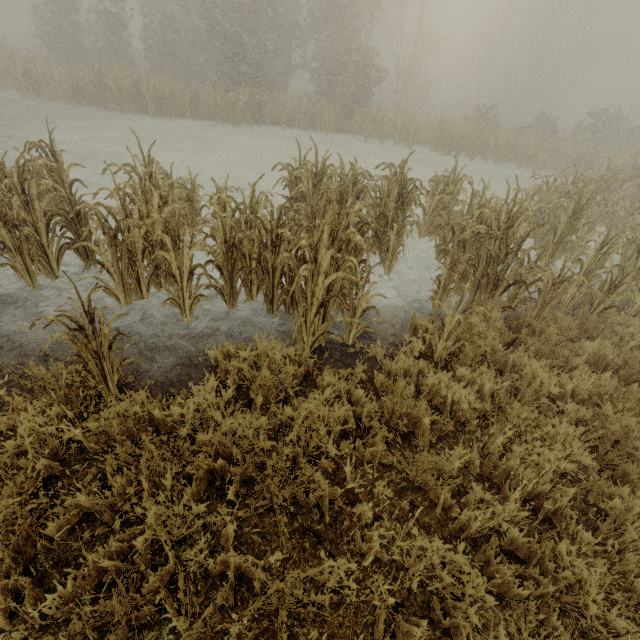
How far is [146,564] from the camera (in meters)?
2.23
